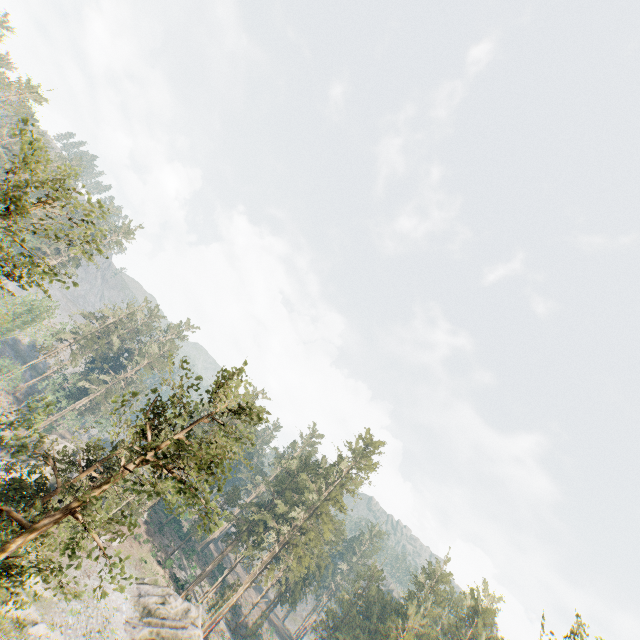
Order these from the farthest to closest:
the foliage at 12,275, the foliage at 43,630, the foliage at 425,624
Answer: the foliage at 425,624 < the foliage at 43,630 < the foliage at 12,275

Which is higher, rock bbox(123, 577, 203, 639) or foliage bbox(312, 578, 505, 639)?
foliage bbox(312, 578, 505, 639)

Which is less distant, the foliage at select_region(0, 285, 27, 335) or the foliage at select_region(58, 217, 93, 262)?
the foliage at select_region(0, 285, 27, 335)

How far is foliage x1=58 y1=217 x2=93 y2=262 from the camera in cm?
1284

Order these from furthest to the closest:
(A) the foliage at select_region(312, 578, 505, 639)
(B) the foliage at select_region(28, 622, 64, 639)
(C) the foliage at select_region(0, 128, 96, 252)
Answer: (A) the foliage at select_region(312, 578, 505, 639) → (B) the foliage at select_region(28, 622, 64, 639) → (C) the foliage at select_region(0, 128, 96, 252)

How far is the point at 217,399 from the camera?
16.2m

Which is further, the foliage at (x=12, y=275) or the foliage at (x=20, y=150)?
the foliage at (x=12, y=275)
